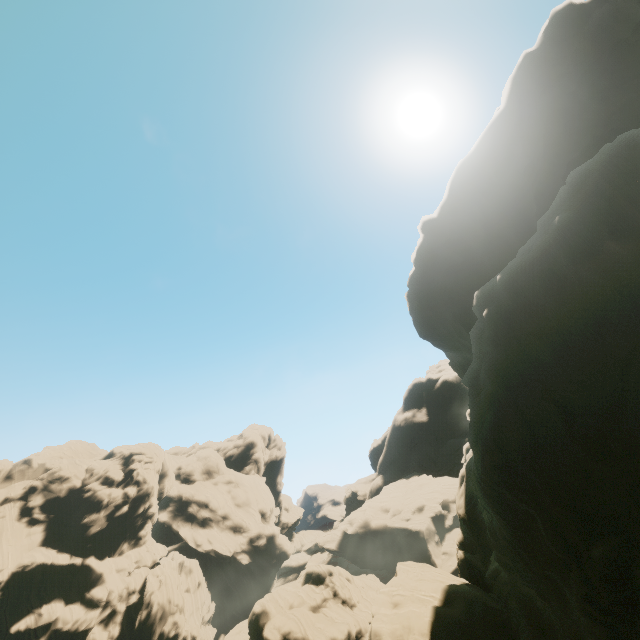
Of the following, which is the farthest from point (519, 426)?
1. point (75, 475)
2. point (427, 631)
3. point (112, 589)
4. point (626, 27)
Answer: point (75, 475)
